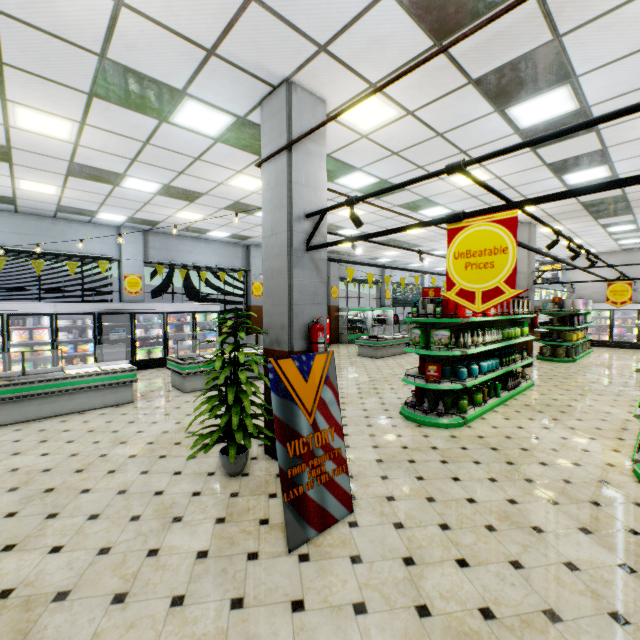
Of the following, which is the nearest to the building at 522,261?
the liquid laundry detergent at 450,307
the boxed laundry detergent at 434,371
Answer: the boxed laundry detergent at 434,371

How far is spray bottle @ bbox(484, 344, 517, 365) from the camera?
7.38m

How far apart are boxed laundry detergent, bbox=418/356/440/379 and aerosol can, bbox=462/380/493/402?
1.5 meters

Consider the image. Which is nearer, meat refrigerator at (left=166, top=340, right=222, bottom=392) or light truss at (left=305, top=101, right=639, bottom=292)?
light truss at (left=305, top=101, right=639, bottom=292)

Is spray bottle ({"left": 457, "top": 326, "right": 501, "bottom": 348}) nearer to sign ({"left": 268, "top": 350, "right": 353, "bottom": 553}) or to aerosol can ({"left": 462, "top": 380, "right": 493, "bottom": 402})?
aerosol can ({"left": 462, "top": 380, "right": 493, "bottom": 402})

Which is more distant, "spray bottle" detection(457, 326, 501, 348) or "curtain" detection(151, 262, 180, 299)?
"curtain" detection(151, 262, 180, 299)

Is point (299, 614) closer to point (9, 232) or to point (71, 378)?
point (71, 378)

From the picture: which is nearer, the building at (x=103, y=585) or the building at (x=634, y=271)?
the building at (x=103, y=585)
